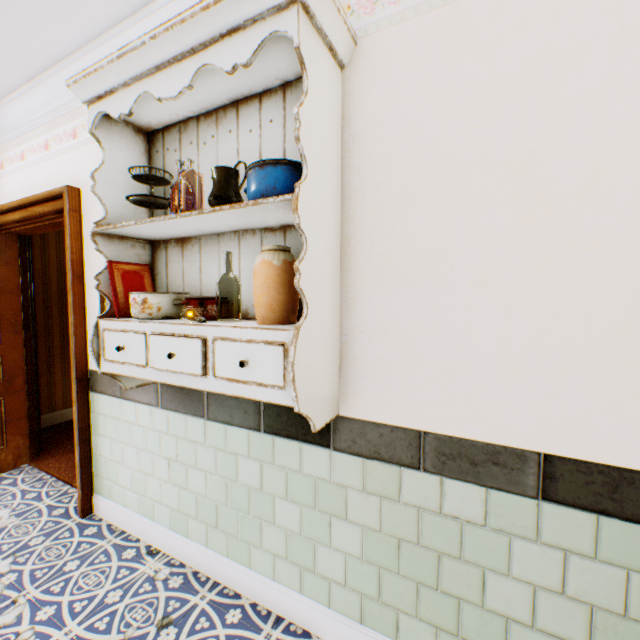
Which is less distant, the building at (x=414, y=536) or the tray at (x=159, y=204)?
the building at (x=414, y=536)

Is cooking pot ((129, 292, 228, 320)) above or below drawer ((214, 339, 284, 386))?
above

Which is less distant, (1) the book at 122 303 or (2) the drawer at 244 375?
(2) the drawer at 244 375

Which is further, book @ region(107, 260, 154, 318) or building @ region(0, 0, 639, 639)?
book @ region(107, 260, 154, 318)

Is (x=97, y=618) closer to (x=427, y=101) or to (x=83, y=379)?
(x=83, y=379)

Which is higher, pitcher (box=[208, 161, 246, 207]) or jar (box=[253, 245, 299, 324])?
pitcher (box=[208, 161, 246, 207])

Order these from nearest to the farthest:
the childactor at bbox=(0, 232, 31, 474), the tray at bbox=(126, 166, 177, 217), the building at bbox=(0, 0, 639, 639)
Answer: the building at bbox=(0, 0, 639, 639) → the tray at bbox=(126, 166, 177, 217) → the childactor at bbox=(0, 232, 31, 474)

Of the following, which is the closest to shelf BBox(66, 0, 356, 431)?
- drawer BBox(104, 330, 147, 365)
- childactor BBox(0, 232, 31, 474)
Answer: drawer BBox(104, 330, 147, 365)
